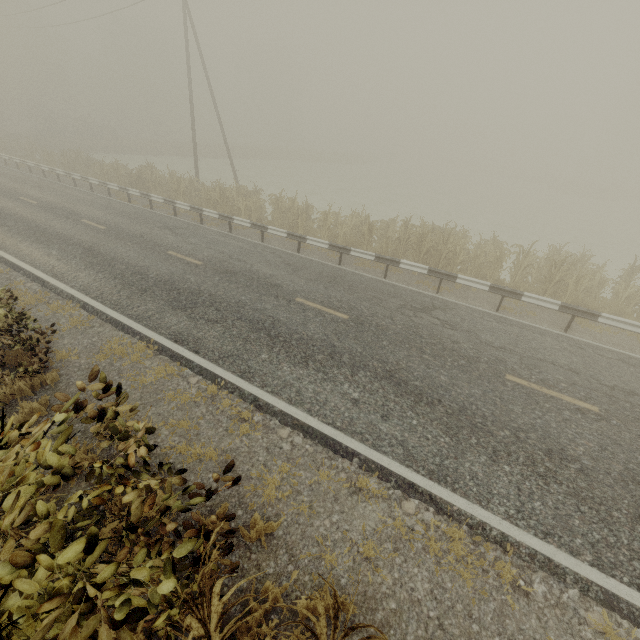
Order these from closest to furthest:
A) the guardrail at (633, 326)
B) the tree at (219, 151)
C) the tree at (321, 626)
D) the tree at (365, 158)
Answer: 1. the tree at (321, 626)
2. the guardrail at (633, 326)
3. the tree at (219, 151)
4. the tree at (365, 158)

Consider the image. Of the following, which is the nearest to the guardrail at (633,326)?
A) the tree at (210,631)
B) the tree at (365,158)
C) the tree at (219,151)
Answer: the tree at (210,631)

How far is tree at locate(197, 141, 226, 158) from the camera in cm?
4500

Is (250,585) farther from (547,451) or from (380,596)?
(547,451)

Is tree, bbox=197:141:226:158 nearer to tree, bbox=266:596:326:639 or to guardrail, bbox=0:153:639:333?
guardrail, bbox=0:153:639:333

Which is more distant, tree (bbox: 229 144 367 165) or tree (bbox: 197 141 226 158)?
tree (bbox: 229 144 367 165)

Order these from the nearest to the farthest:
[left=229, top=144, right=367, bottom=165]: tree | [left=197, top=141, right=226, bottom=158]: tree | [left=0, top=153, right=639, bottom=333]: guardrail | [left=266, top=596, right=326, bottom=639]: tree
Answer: [left=266, top=596, right=326, bottom=639]: tree
[left=0, top=153, right=639, bottom=333]: guardrail
[left=197, top=141, right=226, bottom=158]: tree
[left=229, top=144, right=367, bottom=165]: tree

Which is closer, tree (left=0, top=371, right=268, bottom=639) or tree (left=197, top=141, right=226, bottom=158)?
tree (left=0, top=371, right=268, bottom=639)
